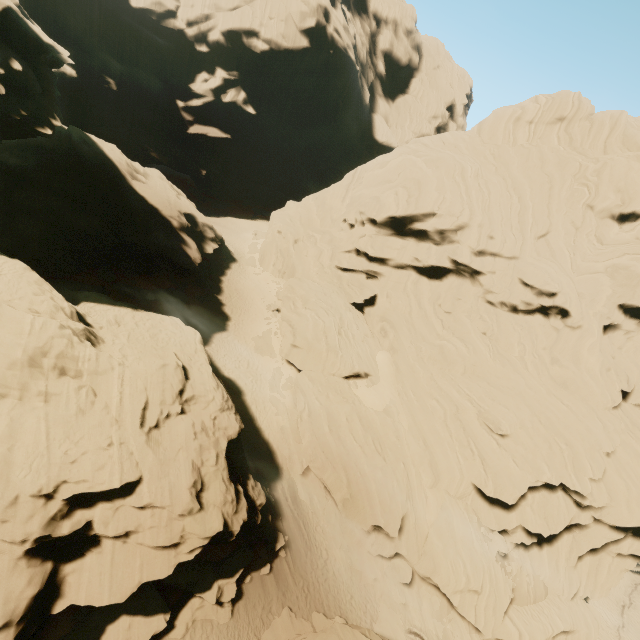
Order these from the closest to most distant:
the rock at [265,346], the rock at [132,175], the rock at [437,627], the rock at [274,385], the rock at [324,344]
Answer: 1. the rock at [132,175]
2. the rock at [437,627]
3. the rock at [324,344]
4. the rock at [274,385]
5. the rock at [265,346]

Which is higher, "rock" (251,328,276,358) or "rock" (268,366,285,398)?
"rock" (251,328,276,358)

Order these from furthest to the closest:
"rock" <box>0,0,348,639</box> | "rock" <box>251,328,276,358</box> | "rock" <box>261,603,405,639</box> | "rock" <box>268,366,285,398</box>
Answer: "rock" <box>251,328,276,358</box> < "rock" <box>268,366,285,398</box> < "rock" <box>261,603,405,639</box> < "rock" <box>0,0,348,639</box>

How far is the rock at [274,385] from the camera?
29.09m

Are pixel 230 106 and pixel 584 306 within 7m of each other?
no

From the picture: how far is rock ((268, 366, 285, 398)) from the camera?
29.09m

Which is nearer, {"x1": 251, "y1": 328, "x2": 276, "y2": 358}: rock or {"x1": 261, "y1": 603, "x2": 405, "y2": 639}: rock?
{"x1": 261, "y1": 603, "x2": 405, "y2": 639}: rock
